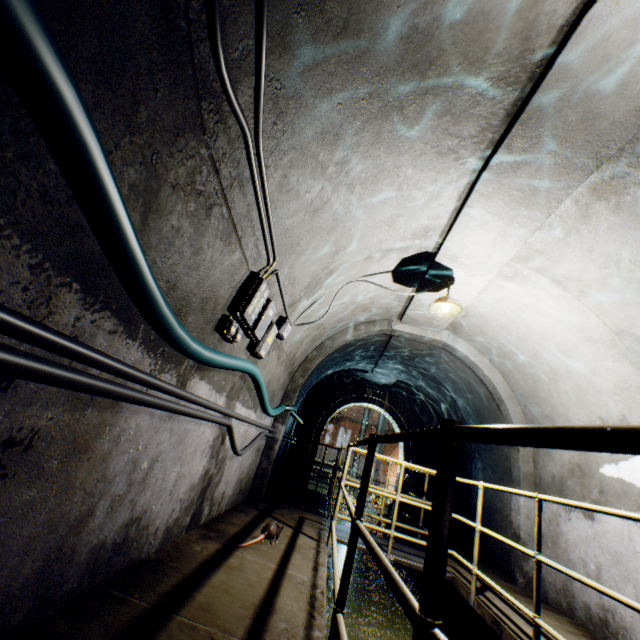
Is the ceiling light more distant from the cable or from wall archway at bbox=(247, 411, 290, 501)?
the cable

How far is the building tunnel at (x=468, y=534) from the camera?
7.0m

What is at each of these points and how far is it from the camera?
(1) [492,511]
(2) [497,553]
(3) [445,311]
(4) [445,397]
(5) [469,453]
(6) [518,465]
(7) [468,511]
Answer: (1) building tunnel, 6.4m
(2) building tunnel, 5.9m
(3) ceiling light, 4.4m
(4) building tunnel, 8.8m
(5) building tunnel, 7.9m
(6) wall archway, 5.5m
(7) building tunnel, 7.4m

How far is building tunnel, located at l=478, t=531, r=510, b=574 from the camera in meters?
5.6 m

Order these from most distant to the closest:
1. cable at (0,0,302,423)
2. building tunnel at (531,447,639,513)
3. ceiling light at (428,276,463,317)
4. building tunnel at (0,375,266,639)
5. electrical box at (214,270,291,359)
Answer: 1. ceiling light at (428,276,463,317)
2. building tunnel at (531,447,639,513)
3. electrical box at (214,270,291,359)
4. building tunnel at (0,375,266,639)
5. cable at (0,0,302,423)

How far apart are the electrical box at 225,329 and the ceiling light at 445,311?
2.25m

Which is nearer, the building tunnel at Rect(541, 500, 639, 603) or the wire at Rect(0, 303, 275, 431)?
the wire at Rect(0, 303, 275, 431)
